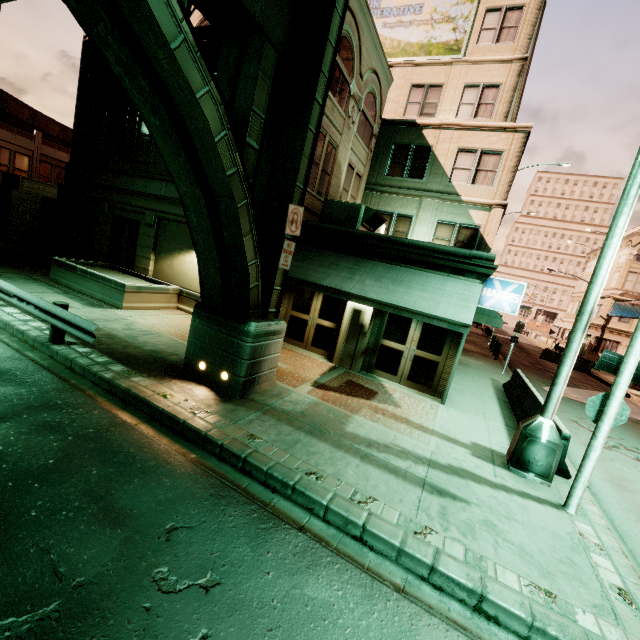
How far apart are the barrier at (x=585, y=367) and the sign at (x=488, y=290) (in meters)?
25.36

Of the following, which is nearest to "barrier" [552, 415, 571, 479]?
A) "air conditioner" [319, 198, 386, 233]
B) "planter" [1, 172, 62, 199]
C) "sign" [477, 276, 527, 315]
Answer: "sign" [477, 276, 527, 315]

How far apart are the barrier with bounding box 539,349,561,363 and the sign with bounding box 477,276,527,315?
25.4 meters

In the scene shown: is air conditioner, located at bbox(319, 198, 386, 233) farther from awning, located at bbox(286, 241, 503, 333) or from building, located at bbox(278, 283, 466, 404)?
awning, located at bbox(286, 241, 503, 333)

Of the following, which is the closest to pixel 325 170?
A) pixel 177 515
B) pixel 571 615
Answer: pixel 177 515

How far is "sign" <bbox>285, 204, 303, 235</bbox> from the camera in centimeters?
729cm

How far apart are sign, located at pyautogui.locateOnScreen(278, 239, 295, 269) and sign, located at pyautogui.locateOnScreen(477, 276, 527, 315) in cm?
606

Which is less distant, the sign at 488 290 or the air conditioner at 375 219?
the sign at 488 290
